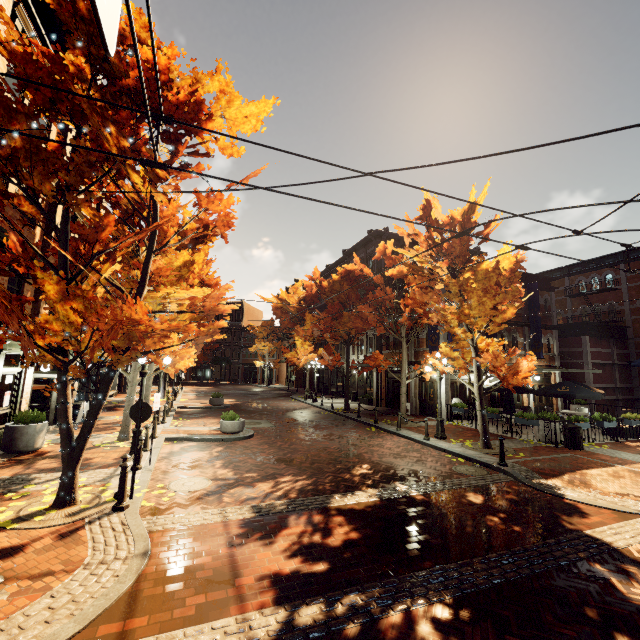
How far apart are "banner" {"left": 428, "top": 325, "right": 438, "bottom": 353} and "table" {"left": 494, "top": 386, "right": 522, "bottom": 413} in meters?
3.8

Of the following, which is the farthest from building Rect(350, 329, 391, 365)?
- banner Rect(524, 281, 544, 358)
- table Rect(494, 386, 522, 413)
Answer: table Rect(494, 386, 522, 413)

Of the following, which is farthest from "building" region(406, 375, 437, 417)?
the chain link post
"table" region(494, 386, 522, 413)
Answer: the chain link post

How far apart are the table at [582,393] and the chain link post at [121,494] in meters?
17.2 m

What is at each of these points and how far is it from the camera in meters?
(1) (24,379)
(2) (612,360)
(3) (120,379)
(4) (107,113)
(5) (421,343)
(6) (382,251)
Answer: (1) building, 10.9
(2) building, 23.4
(3) building, 30.5
(4) tree, 5.9
(5) building, 21.1
(6) tree, 17.5

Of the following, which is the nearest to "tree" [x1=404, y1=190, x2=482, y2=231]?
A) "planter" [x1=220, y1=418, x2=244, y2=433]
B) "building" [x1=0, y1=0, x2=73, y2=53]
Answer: "building" [x1=0, y1=0, x2=73, y2=53]

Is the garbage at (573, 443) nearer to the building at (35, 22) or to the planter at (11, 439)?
the building at (35, 22)

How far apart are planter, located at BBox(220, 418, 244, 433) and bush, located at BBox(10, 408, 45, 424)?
6.0m
